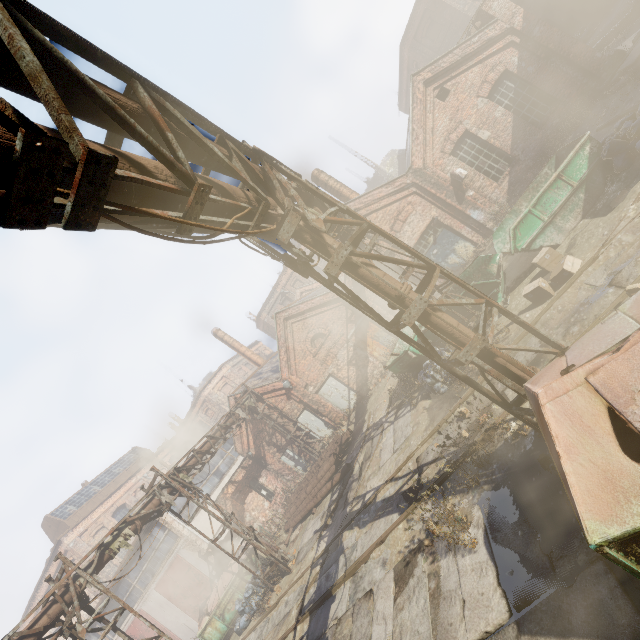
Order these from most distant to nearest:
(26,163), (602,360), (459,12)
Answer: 1. (459,12)
2. (602,360)
3. (26,163)

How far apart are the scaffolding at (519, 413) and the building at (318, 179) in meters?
15.2 m

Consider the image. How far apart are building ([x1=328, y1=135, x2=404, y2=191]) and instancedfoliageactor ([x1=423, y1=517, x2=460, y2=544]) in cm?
4605

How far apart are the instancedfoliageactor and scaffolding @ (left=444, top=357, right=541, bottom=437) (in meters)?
2.30

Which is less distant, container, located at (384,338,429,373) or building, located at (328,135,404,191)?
container, located at (384,338,429,373)

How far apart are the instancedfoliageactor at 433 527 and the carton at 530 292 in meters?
5.7 m

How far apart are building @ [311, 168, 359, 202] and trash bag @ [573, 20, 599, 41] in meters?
15.9 m

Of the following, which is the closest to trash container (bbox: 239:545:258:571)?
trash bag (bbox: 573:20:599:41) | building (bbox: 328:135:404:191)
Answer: trash bag (bbox: 573:20:599:41)
